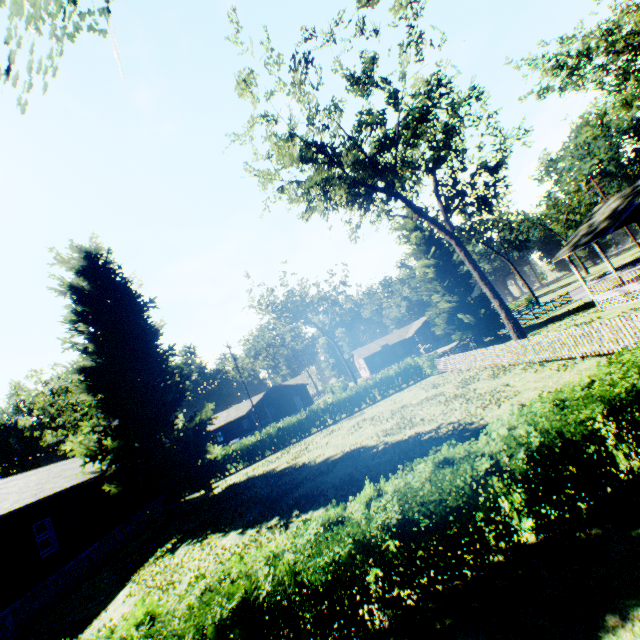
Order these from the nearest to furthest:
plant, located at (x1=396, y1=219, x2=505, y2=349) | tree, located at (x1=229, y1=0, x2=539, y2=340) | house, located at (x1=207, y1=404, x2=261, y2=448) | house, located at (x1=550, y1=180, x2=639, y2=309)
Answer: tree, located at (x1=229, y1=0, x2=539, y2=340), house, located at (x1=550, y1=180, x2=639, y2=309), plant, located at (x1=396, y1=219, x2=505, y2=349), house, located at (x1=207, y1=404, x2=261, y2=448)

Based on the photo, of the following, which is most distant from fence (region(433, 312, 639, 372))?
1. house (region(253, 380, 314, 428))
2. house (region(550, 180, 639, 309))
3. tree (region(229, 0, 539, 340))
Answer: house (region(253, 380, 314, 428))

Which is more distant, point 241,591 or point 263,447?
point 263,447

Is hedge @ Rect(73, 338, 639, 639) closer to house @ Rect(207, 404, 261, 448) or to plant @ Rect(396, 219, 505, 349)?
plant @ Rect(396, 219, 505, 349)

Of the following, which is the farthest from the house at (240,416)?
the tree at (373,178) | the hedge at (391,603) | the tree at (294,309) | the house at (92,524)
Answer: → the hedge at (391,603)

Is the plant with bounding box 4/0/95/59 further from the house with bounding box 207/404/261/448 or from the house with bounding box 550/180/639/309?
the house with bounding box 207/404/261/448

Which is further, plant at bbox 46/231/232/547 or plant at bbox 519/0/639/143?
plant at bbox 519/0/639/143

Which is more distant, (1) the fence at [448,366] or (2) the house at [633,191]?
(2) the house at [633,191]
